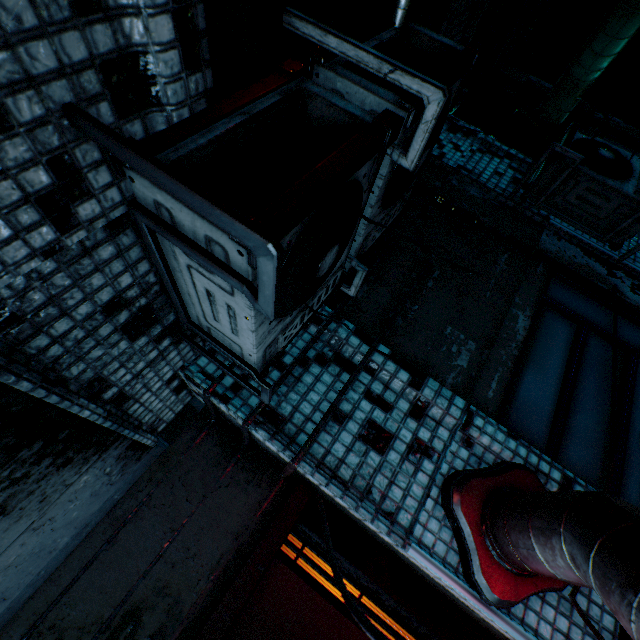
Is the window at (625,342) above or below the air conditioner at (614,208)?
below

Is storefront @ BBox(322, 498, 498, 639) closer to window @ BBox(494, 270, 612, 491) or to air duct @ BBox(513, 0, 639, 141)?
window @ BBox(494, 270, 612, 491)

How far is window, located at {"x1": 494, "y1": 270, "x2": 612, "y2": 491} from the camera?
2.0 meters

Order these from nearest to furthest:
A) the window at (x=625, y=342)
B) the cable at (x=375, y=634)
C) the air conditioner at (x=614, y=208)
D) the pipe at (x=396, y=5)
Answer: the cable at (x=375, y=634)
the pipe at (x=396, y=5)
the window at (x=625, y=342)
the air conditioner at (x=614, y=208)

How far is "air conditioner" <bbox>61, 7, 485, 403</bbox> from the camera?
0.72m

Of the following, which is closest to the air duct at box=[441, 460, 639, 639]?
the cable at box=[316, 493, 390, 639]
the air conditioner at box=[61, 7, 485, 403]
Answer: the cable at box=[316, 493, 390, 639]

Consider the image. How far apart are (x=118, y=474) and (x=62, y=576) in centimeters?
57cm

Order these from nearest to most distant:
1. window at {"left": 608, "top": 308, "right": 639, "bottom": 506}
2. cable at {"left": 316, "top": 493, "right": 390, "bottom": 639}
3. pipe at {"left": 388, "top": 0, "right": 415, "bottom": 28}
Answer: cable at {"left": 316, "top": 493, "right": 390, "bottom": 639}
pipe at {"left": 388, "top": 0, "right": 415, "bottom": 28}
window at {"left": 608, "top": 308, "right": 639, "bottom": 506}
